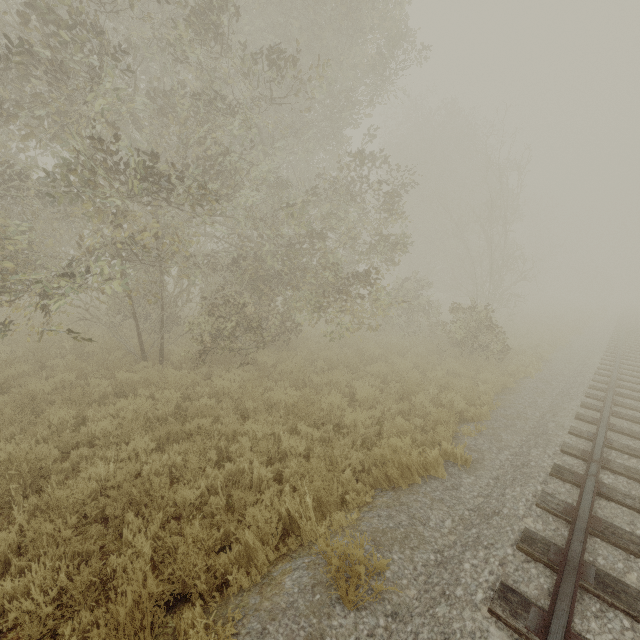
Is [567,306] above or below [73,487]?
above
